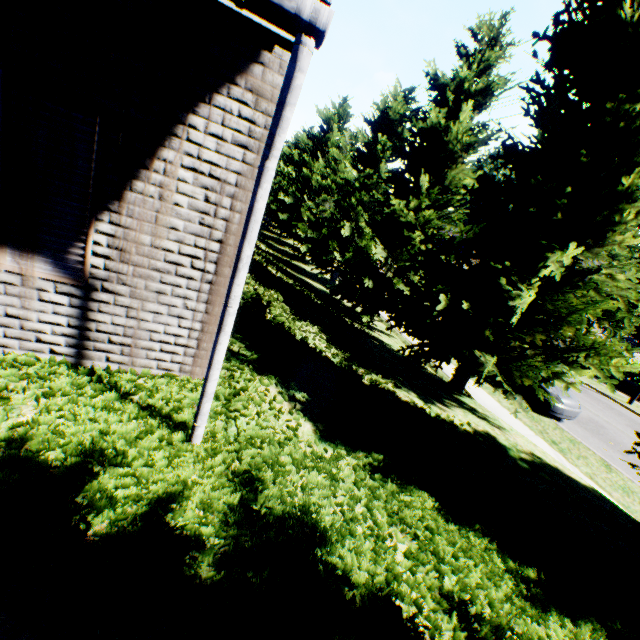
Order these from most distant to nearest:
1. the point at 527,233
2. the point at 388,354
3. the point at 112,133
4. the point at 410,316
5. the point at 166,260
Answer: the point at 388,354
the point at 410,316
the point at 527,233
the point at 166,260
the point at 112,133

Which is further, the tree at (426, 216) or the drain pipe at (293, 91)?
the tree at (426, 216)

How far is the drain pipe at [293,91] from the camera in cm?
183

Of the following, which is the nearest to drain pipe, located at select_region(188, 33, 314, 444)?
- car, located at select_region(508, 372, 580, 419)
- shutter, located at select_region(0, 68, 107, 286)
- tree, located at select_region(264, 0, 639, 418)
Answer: shutter, located at select_region(0, 68, 107, 286)

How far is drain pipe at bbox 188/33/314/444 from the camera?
1.83m

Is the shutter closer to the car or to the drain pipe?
the drain pipe

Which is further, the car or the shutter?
the car

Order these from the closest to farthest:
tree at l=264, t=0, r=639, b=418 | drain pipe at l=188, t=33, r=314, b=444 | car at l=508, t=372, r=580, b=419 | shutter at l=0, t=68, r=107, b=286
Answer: drain pipe at l=188, t=33, r=314, b=444 < shutter at l=0, t=68, r=107, b=286 < tree at l=264, t=0, r=639, b=418 < car at l=508, t=372, r=580, b=419
